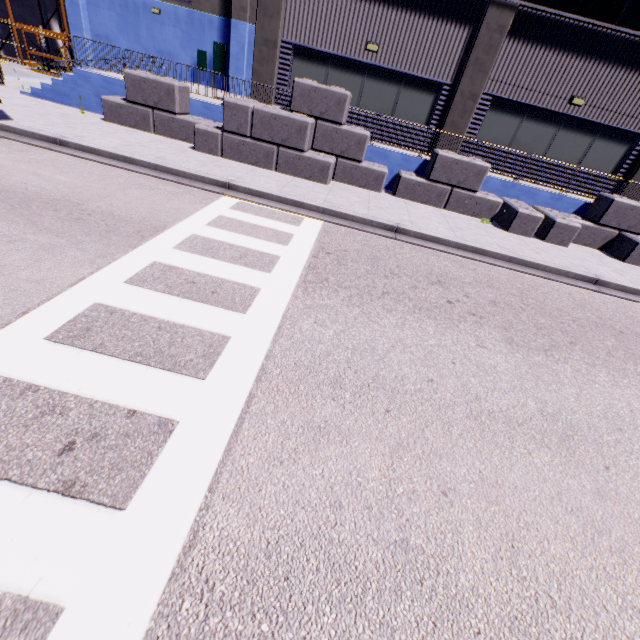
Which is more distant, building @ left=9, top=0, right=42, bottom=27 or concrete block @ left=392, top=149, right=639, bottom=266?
→ building @ left=9, top=0, right=42, bottom=27

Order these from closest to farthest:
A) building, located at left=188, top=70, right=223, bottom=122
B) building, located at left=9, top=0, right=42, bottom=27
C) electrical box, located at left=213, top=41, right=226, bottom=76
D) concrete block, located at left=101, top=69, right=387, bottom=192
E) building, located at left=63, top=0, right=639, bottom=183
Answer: concrete block, located at left=101, top=69, right=387, bottom=192
building, located at left=63, top=0, right=639, bottom=183
building, located at left=188, top=70, right=223, bottom=122
electrical box, located at left=213, top=41, right=226, bottom=76
building, located at left=9, top=0, right=42, bottom=27

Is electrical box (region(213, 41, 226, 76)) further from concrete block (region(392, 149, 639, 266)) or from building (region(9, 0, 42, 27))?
concrete block (region(392, 149, 639, 266))

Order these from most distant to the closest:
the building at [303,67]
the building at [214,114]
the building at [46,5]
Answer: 1. the building at [46,5]
2. the building at [214,114]
3. the building at [303,67]

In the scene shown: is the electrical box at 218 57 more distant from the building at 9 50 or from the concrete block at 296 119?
the concrete block at 296 119

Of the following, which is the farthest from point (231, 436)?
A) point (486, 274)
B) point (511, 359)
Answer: point (486, 274)
